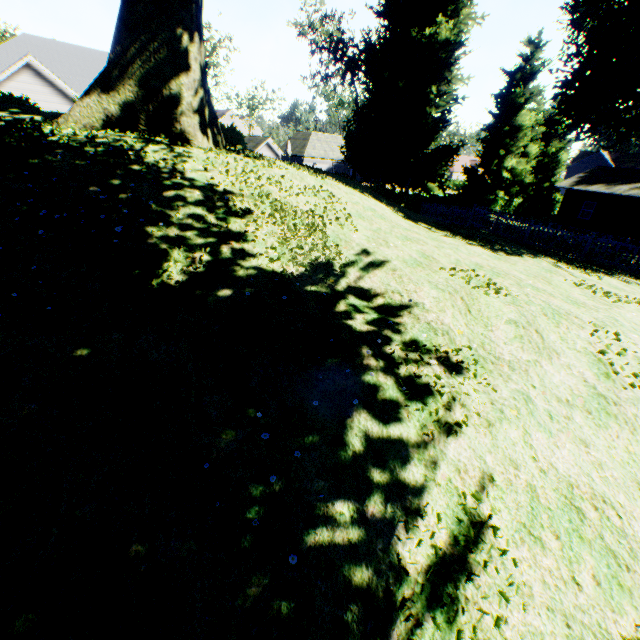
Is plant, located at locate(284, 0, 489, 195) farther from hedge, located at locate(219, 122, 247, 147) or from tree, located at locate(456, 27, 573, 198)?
hedge, located at locate(219, 122, 247, 147)

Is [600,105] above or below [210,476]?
above

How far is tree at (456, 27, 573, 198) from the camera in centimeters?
3164cm

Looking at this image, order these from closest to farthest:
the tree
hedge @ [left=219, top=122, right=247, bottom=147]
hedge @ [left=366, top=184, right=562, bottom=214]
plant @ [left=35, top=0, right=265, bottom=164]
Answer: plant @ [left=35, top=0, right=265, bottom=164]
hedge @ [left=219, top=122, right=247, bottom=147]
hedge @ [left=366, top=184, right=562, bottom=214]
the tree

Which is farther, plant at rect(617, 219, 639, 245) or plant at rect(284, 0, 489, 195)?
plant at rect(284, 0, 489, 195)

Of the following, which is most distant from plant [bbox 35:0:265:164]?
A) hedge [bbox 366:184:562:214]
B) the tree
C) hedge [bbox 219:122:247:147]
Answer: hedge [bbox 366:184:562:214]

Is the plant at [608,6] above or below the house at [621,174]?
above

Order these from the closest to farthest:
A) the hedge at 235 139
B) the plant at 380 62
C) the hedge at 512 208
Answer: the hedge at 235 139
the hedge at 512 208
the plant at 380 62
